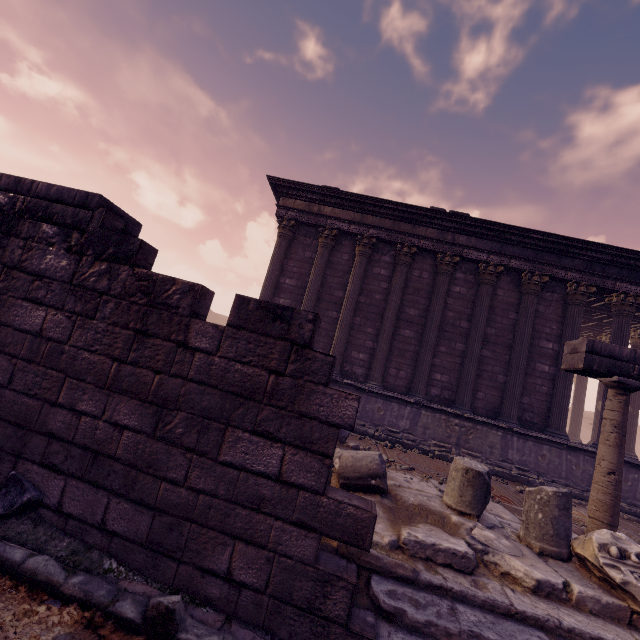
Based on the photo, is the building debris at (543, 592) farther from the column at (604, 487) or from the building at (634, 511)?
the building at (634, 511)

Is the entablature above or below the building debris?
above

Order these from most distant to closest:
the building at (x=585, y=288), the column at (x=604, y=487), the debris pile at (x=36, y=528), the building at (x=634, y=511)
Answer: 1. the building at (x=585, y=288)
2. the building at (x=634, y=511)
3. the column at (x=604, y=487)
4. the debris pile at (x=36, y=528)

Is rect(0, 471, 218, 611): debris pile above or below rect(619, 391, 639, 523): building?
below

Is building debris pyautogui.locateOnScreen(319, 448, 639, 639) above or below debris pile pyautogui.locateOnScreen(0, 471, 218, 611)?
above

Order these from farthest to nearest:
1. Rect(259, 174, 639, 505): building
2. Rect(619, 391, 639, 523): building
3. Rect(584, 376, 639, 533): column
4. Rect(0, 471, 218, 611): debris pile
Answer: Rect(259, 174, 639, 505): building
Rect(619, 391, 639, 523): building
Rect(584, 376, 639, 533): column
Rect(0, 471, 218, 611): debris pile

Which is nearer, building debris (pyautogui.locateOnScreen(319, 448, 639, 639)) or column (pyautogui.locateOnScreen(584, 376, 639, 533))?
building debris (pyautogui.locateOnScreen(319, 448, 639, 639))

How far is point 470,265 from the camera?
11.0 meters
